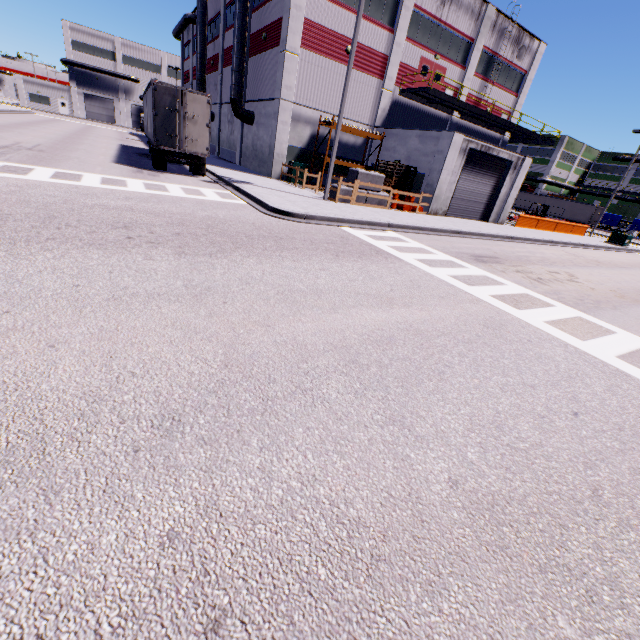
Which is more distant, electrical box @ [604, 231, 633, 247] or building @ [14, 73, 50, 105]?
building @ [14, 73, 50, 105]

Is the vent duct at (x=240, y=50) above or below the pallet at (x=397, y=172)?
above

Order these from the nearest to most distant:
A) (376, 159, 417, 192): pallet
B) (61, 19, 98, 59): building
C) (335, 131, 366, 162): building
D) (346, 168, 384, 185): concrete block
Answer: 1. (346, 168, 384, 185): concrete block
2. (376, 159, 417, 192): pallet
3. (335, 131, 366, 162): building
4. (61, 19, 98, 59): building

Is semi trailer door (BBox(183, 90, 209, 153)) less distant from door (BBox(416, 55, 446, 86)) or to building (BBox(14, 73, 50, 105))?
building (BBox(14, 73, 50, 105))

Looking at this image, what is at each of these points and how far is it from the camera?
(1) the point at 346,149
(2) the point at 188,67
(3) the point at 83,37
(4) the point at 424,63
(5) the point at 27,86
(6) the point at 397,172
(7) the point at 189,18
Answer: (1) building, 25.06m
(2) building, 45.34m
(3) building, 59.44m
(4) door, 24.72m
(5) building, 59.03m
(6) pallet, 22.11m
(7) vent duct, 38.47m

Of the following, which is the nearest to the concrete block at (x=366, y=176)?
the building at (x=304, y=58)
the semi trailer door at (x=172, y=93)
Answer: the building at (x=304, y=58)

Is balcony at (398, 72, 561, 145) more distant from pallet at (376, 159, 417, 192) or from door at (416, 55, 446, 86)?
pallet at (376, 159, 417, 192)

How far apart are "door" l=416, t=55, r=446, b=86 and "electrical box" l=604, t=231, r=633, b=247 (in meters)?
20.81
